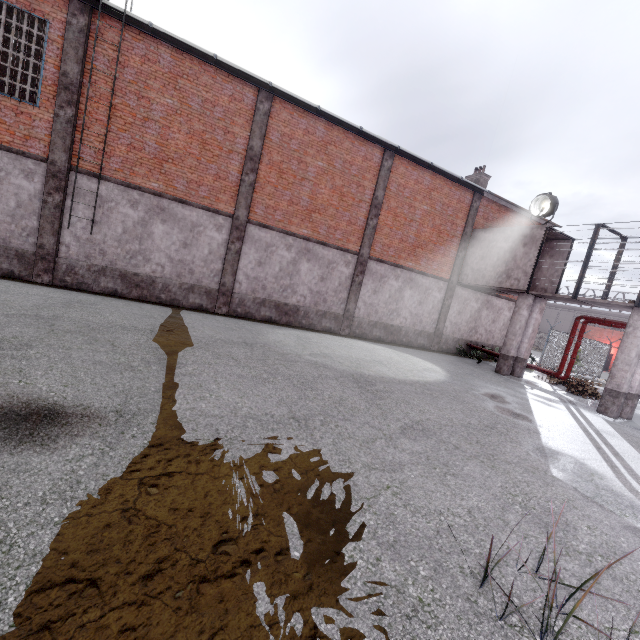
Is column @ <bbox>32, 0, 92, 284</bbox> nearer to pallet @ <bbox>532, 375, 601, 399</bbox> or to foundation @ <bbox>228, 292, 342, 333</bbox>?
foundation @ <bbox>228, 292, 342, 333</bbox>

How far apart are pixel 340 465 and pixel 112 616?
2.72m

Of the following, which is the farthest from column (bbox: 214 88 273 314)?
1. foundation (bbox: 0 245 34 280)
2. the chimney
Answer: the chimney

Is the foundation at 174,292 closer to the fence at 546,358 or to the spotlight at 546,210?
the spotlight at 546,210

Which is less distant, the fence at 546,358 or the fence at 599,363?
the fence at 546,358

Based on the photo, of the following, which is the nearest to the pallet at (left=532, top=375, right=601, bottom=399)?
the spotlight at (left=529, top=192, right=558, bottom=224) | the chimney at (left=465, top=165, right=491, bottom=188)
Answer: the spotlight at (left=529, top=192, right=558, bottom=224)

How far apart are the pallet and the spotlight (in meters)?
7.30

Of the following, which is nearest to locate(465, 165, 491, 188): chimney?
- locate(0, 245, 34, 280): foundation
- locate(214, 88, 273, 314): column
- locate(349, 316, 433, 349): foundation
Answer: locate(349, 316, 433, 349): foundation
